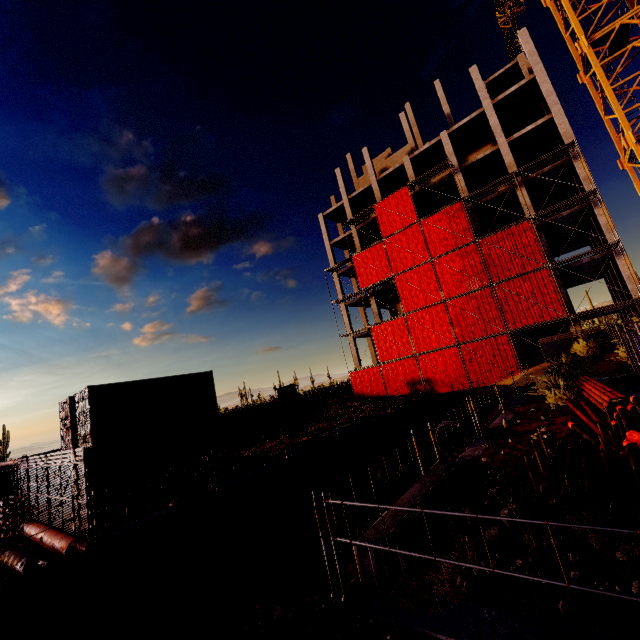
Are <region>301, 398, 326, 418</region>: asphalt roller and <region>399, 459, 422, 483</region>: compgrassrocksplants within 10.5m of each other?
yes

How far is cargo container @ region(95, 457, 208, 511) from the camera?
12.4 meters

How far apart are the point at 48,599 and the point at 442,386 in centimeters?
2717cm

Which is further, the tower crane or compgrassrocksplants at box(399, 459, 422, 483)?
compgrassrocksplants at box(399, 459, 422, 483)

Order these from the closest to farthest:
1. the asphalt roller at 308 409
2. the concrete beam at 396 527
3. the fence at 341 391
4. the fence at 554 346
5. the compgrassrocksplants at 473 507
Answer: the concrete beam at 396 527
the compgrassrocksplants at 473 507
the fence at 554 346
the asphalt roller at 308 409
the fence at 341 391

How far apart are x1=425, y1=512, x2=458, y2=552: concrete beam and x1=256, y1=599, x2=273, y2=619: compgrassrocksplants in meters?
8.3

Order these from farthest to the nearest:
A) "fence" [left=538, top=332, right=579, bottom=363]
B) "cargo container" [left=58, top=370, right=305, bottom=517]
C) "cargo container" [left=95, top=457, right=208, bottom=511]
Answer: "fence" [left=538, top=332, right=579, bottom=363]
"cargo container" [left=58, top=370, right=305, bottom=517]
"cargo container" [left=95, top=457, right=208, bottom=511]

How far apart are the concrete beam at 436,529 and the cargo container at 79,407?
13.5m
